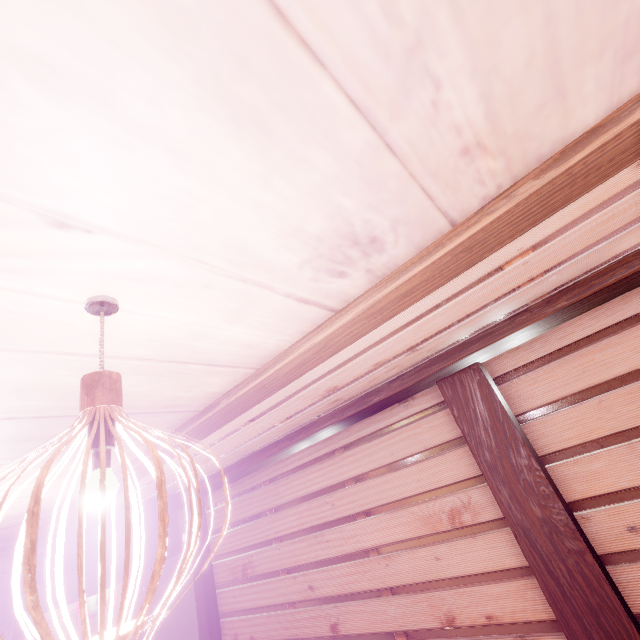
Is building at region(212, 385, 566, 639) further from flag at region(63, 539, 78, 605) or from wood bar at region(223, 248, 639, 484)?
flag at region(63, 539, 78, 605)

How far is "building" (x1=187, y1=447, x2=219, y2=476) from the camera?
5.2 meters

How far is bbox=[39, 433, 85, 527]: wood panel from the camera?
3.3m

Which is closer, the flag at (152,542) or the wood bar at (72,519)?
the wood bar at (72,519)

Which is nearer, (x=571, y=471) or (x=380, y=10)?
(x=380, y=10)

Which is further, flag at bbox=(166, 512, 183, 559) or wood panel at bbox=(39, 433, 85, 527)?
flag at bbox=(166, 512, 183, 559)

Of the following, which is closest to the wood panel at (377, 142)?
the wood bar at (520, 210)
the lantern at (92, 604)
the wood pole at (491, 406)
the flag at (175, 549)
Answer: the wood bar at (520, 210)

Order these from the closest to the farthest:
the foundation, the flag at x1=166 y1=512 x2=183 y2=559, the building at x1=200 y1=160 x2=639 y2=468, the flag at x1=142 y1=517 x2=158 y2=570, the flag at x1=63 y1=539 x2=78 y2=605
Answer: the building at x1=200 y1=160 x2=639 y2=468
the flag at x1=63 y1=539 x2=78 y2=605
the flag at x1=142 y1=517 x2=158 y2=570
the flag at x1=166 y1=512 x2=183 y2=559
the foundation
